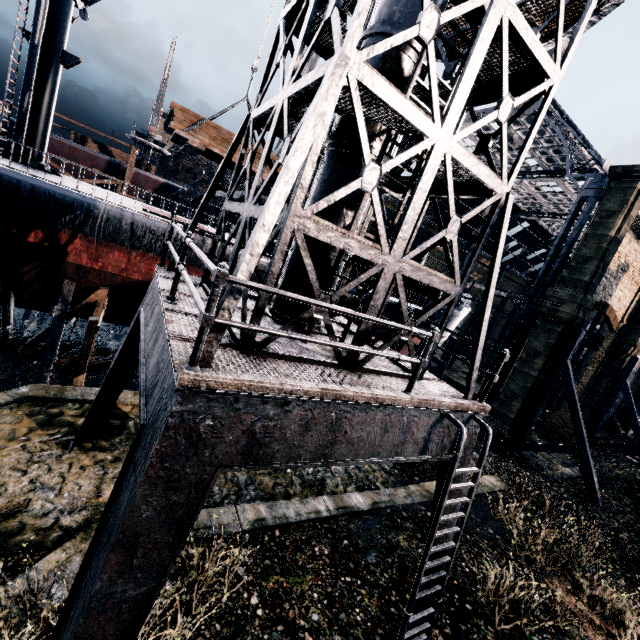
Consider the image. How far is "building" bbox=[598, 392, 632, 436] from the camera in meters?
33.7 m

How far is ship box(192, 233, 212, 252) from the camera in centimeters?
1630cm

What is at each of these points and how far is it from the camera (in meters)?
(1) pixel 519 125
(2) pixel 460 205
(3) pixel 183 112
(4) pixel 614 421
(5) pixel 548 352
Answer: (1) building, 29.11
(2) building, 47.53
(3) wood pile, 15.61
(4) building, 34.22
(5) building, 20.23

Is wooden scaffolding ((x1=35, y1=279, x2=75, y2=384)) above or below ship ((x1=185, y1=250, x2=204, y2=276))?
below

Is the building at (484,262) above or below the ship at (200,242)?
above

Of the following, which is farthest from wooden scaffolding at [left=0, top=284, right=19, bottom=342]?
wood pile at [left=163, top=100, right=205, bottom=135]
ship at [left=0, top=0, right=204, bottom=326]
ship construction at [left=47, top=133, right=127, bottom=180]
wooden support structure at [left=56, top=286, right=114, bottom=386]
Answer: ship construction at [left=47, top=133, right=127, bottom=180]

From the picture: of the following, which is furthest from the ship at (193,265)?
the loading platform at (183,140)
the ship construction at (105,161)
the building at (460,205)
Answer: the ship construction at (105,161)

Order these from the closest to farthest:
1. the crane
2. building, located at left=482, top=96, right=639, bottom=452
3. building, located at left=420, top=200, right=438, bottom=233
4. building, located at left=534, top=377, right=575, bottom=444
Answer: the crane, building, located at left=482, top=96, right=639, bottom=452, building, located at left=534, top=377, right=575, bottom=444, building, located at left=420, top=200, right=438, bottom=233
